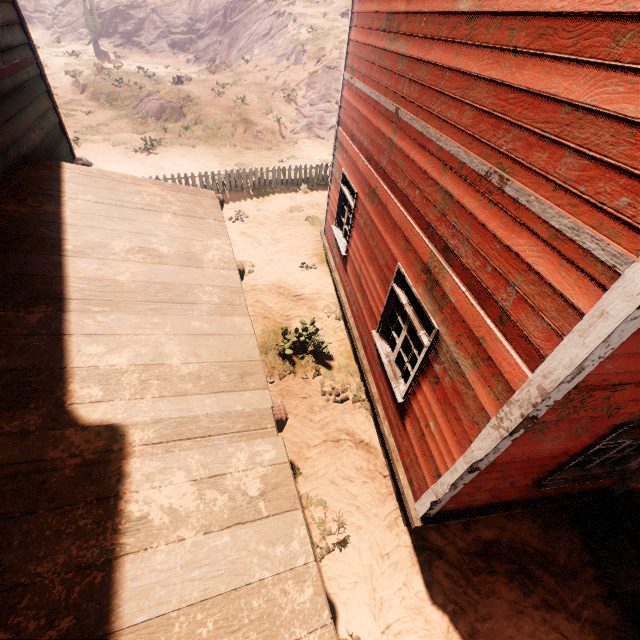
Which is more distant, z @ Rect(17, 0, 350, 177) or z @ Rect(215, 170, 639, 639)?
z @ Rect(17, 0, 350, 177)

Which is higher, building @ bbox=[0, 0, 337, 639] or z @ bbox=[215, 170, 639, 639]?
building @ bbox=[0, 0, 337, 639]

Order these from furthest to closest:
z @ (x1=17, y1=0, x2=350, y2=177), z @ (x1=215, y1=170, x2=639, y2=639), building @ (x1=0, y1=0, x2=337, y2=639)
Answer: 1. z @ (x1=17, y1=0, x2=350, y2=177)
2. z @ (x1=215, y1=170, x2=639, y2=639)
3. building @ (x1=0, y1=0, x2=337, y2=639)

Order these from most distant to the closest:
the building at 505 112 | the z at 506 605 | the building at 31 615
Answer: the z at 506 605 → the building at 505 112 → the building at 31 615

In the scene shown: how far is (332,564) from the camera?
4.70m

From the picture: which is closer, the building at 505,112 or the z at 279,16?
the building at 505,112

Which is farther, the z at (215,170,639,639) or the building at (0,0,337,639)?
the z at (215,170,639,639)
